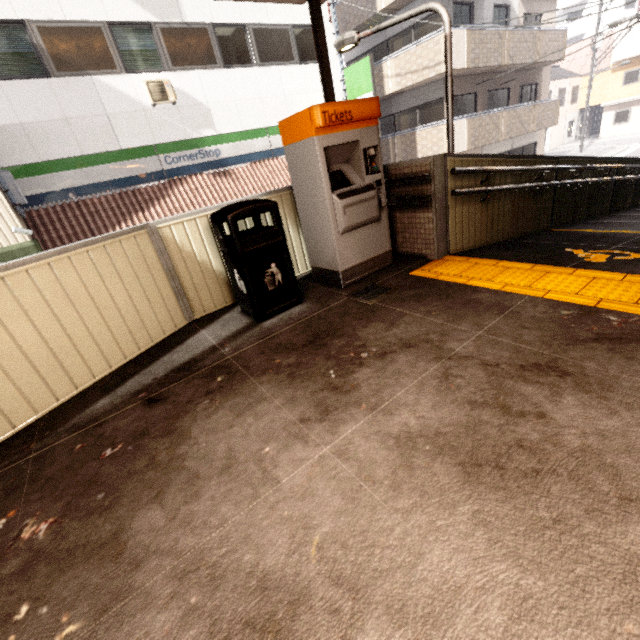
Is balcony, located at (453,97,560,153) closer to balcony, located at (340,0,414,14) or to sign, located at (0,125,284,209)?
sign, located at (0,125,284,209)

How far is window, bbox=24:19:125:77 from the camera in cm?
802

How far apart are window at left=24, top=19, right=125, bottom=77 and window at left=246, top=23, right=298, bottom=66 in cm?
413

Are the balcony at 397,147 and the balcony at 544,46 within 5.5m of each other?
yes

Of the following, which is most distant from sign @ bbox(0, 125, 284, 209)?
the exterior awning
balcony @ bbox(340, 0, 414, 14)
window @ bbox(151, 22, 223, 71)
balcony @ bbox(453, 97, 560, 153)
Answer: the exterior awning

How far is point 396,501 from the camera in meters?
1.4 m

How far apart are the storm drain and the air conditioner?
9.7m

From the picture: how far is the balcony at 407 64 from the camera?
12.5 meters
